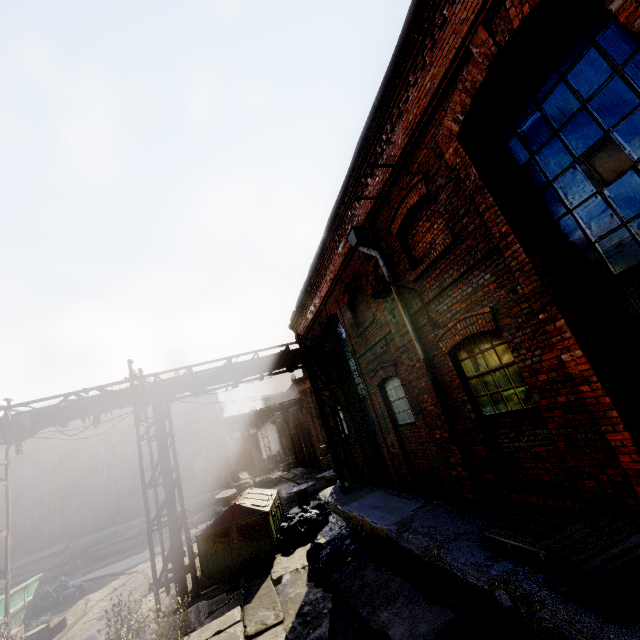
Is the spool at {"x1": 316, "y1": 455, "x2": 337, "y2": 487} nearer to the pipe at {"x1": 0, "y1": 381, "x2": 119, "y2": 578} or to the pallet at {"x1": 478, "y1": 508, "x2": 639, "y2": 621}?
the pipe at {"x1": 0, "y1": 381, "x2": 119, "y2": 578}

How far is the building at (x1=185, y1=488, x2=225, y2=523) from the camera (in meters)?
22.55

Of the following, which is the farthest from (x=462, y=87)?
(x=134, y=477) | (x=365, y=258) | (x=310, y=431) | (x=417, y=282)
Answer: (x=134, y=477)

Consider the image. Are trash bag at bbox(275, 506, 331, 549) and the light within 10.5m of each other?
yes

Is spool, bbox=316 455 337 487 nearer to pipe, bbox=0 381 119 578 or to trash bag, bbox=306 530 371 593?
pipe, bbox=0 381 119 578

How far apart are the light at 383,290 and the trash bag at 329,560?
5.06m

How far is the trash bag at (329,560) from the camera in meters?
7.1

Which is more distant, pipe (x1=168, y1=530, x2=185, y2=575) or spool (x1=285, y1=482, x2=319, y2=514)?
spool (x1=285, y1=482, x2=319, y2=514)
